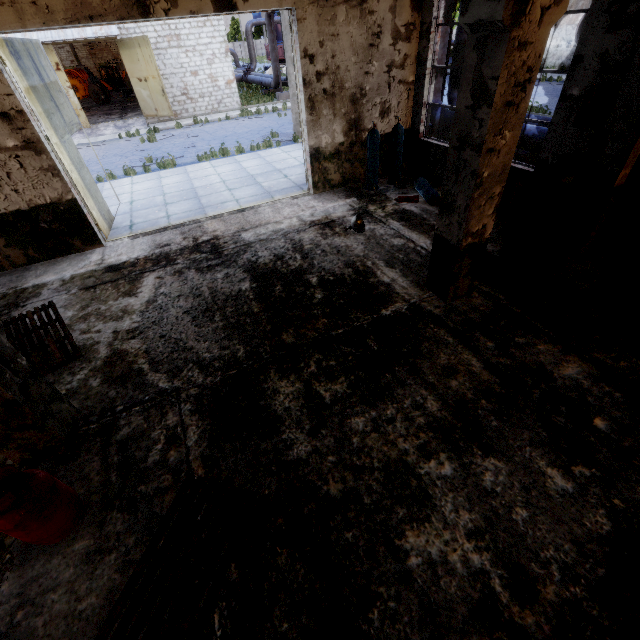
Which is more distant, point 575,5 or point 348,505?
point 575,5

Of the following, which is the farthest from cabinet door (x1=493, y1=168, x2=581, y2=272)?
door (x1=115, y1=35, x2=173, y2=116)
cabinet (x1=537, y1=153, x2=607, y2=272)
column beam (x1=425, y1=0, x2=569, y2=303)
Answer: door (x1=115, y1=35, x2=173, y2=116)

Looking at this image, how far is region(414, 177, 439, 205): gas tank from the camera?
7.8 meters

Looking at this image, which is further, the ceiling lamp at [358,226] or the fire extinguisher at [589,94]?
the ceiling lamp at [358,226]

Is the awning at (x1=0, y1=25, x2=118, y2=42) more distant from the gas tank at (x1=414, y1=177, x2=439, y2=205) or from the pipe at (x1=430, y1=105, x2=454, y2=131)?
the gas tank at (x1=414, y1=177, x2=439, y2=205)

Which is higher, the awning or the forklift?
the awning

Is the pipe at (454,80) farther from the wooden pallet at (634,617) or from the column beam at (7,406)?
the wooden pallet at (634,617)

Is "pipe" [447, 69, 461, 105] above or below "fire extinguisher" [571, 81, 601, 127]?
below
